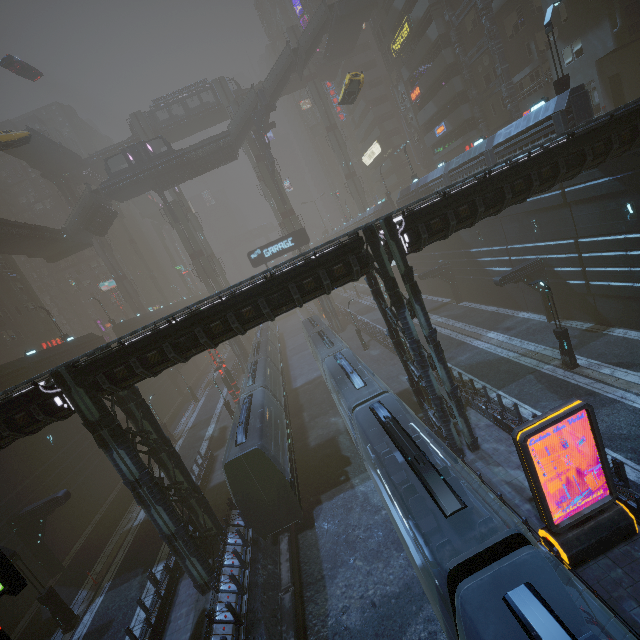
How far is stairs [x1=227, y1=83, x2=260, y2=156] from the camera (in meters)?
42.22

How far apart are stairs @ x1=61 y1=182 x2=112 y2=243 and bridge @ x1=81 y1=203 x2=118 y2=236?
0.0m

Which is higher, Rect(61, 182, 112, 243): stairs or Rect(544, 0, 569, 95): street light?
Rect(61, 182, 112, 243): stairs

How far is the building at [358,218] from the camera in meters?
47.5

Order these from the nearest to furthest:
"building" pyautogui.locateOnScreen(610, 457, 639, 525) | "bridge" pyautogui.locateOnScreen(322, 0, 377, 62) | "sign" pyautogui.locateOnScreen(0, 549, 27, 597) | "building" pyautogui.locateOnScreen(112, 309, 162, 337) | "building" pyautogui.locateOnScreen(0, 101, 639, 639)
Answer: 1. "sign" pyautogui.locateOnScreen(0, 549, 27, 597)
2. "building" pyautogui.locateOnScreen(610, 457, 639, 525)
3. "building" pyautogui.locateOnScreen(0, 101, 639, 639)
4. "bridge" pyautogui.locateOnScreen(322, 0, 377, 62)
5. "building" pyautogui.locateOnScreen(112, 309, 162, 337)

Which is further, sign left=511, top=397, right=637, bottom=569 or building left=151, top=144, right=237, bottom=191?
building left=151, top=144, right=237, bottom=191

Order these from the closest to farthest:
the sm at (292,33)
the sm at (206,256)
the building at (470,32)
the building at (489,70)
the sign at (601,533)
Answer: the sign at (601,533) → the building at (470,32) → the building at (489,70) → the sm at (206,256) → the sm at (292,33)

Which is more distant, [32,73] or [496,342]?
[32,73]
